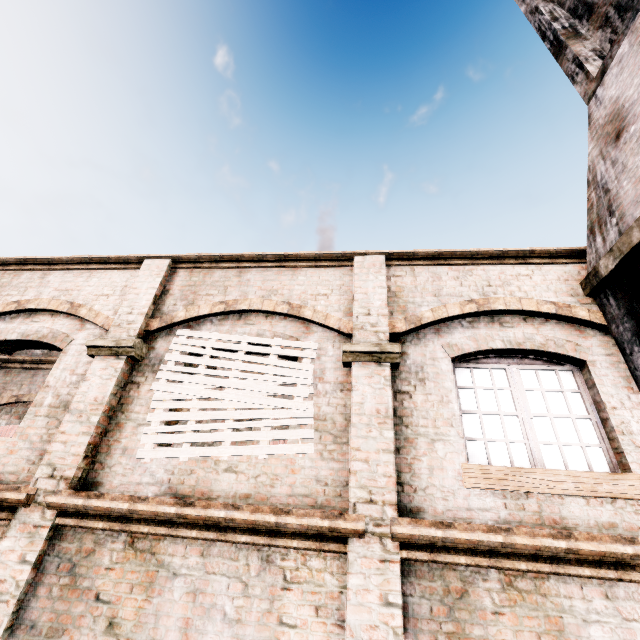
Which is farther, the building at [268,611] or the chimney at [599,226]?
the chimney at [599,226]

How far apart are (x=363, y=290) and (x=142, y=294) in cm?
431

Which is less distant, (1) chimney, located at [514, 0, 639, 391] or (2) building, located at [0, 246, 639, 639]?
(2) building, located at [0, 246, 639, 639]
